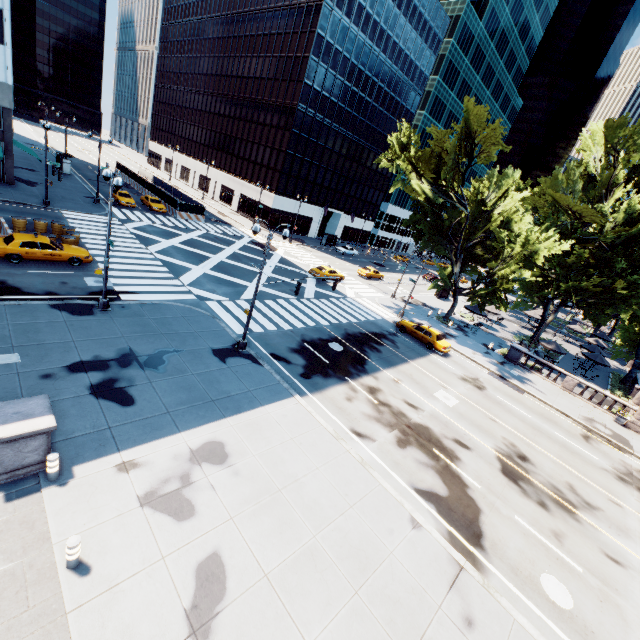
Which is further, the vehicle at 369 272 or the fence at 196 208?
the vehicle at 369 272

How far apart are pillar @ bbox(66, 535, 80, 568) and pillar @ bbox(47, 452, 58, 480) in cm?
240

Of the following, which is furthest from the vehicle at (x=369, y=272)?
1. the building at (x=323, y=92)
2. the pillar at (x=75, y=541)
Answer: the pillar at (x=75, y=541)

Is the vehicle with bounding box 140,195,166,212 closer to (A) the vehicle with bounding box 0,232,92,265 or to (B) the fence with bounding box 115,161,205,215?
(B) the fence with bounding box 115,161,205,215

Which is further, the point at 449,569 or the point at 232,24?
the point at 232,24

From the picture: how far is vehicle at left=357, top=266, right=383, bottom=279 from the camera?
46.01m

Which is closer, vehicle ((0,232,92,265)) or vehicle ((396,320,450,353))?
vehicle ((0,232,92,265))

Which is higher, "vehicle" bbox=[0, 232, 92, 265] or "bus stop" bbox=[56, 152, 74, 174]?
"bus stop" bbox=[56, 152, 74, 174]
